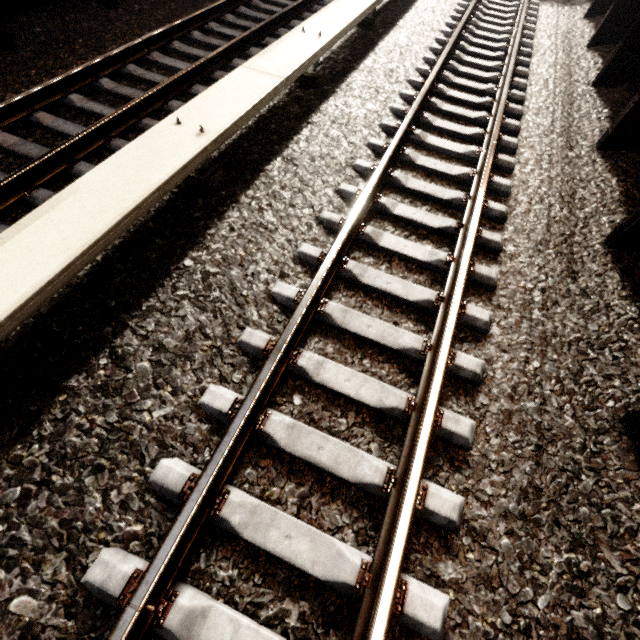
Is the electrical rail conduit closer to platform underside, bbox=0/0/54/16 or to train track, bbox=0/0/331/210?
train track, bbox=0/0/331/210

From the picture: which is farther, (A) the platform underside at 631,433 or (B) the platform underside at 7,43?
(B) the platform underside at 7,43

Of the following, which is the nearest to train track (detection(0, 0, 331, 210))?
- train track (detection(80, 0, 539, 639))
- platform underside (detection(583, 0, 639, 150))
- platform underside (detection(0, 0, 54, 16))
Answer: platform underside (detection(0, 0, 54, 16))

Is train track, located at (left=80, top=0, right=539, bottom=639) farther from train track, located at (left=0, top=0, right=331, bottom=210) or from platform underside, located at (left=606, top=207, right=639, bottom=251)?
train track, located at (left=0, top=0, right=331, bottom=210)

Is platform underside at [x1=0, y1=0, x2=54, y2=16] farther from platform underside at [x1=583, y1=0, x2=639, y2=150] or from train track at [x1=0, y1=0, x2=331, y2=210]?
platform underside at [x1=583, y1=0, x2=639, y2=150]

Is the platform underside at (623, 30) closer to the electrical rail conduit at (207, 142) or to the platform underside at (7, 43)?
the electrical rail conduit at (207, 142)

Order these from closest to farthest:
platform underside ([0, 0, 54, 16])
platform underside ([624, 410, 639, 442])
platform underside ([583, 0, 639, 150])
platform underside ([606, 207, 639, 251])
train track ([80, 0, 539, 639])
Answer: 1. train track ([80, 0, 539, 639])
2. platform underside ([624, 410, 639, 442])
3. platform underside ([606, 207, 639, 251])
4. platform underside ([583, 0, 639, 150])
5. platform underside ([0, 0, 54, 16])

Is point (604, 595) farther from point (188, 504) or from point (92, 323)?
point (92, 323)
